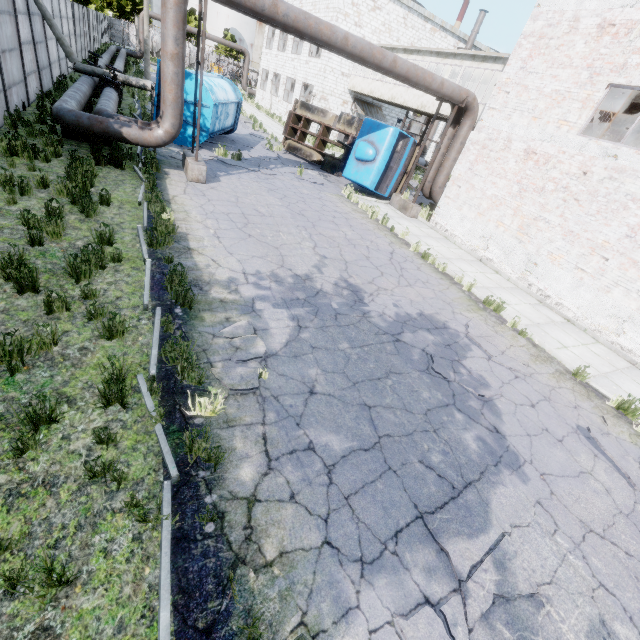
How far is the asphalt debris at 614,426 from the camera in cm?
621

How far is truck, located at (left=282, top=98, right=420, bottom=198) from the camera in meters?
15.0 m

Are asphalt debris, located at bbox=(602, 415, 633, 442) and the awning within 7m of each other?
no

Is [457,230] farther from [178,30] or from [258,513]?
[258,513]

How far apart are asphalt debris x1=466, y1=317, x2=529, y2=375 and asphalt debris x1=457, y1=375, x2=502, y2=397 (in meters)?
1.02

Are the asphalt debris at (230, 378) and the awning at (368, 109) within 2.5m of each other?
no

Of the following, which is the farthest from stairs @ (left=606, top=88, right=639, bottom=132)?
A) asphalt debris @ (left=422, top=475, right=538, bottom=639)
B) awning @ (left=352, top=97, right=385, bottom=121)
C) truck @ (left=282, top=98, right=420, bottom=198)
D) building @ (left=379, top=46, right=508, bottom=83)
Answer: awning @ (left=352, top=97, right=385, bottom=121)

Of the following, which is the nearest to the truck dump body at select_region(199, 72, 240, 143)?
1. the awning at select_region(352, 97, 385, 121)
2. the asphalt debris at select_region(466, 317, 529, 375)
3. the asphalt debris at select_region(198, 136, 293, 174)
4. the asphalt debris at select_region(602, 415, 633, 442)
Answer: the asphalt debris at select_region(198, 136, 293, 174)
